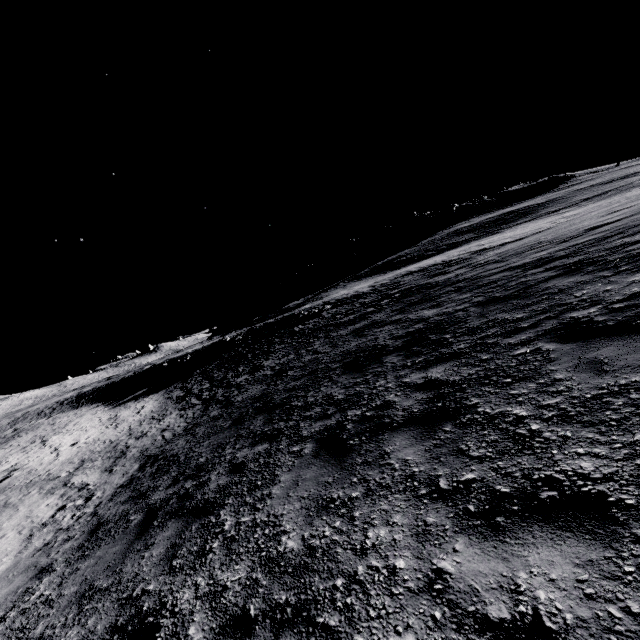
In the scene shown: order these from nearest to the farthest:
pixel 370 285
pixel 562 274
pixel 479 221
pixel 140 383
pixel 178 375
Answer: pixel 562 274 < pixel 178 375 < pixel 370 285 < pixel 140 383 < pixel 479 221
